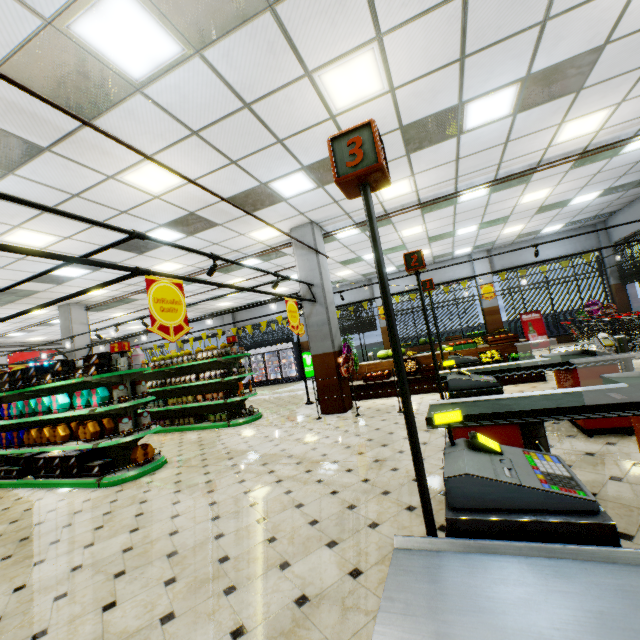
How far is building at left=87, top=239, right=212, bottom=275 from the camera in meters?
8.1

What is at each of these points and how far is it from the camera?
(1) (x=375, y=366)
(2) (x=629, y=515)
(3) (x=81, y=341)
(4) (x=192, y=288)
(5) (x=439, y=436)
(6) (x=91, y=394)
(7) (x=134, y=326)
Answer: (1) wooden stand, 10.11m
(2) building, 2.54m
(3) building, 12.27m
(4) building, 13.20m
(5) building, 5.13m
(6) decorative cookie box, 6.11m
(7) building, 20.12m

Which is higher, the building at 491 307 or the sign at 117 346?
the sign at 117 346

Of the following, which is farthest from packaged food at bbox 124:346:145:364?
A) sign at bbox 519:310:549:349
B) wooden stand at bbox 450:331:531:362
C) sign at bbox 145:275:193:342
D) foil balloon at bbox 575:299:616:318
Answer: foil balloon at bbox 575:299:616:318

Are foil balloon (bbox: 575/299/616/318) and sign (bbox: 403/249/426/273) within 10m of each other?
no

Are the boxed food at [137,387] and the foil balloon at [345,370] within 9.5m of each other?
yes

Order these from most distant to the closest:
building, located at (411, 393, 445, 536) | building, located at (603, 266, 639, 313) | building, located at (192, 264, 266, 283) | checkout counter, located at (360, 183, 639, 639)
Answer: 1. building, located at (603, 266, 639, 313)
2. building, located at (192, 264, 266, 283)
3. building, located at (411, 393, 445, 536)
4. checkout counter, located at (360, 183, 639, 639)

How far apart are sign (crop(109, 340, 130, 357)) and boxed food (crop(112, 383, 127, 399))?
0.6 meters
